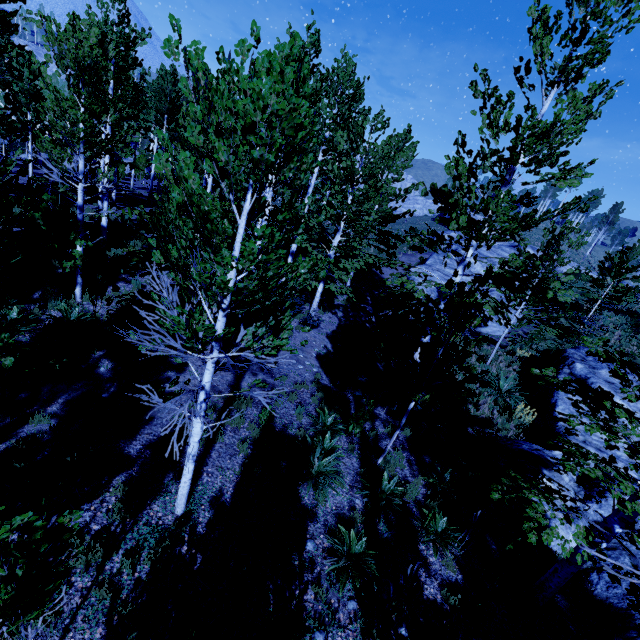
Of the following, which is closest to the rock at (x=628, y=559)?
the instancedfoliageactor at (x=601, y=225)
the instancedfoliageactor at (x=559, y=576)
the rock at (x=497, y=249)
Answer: the instancedfoliageactor at (x=559, y=576)

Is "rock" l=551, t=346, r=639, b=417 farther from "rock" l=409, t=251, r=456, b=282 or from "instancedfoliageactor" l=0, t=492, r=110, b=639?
"rock" l=409, t=251, r=456, b=282

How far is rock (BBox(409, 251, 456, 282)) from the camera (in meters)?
22.11

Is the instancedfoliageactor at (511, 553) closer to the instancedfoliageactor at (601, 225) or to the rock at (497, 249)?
the rock at (497, 249)

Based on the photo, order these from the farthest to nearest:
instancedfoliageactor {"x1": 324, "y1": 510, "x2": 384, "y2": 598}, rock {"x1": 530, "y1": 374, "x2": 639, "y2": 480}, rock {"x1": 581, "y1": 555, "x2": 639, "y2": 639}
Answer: rock {"x1": 530, "y1": 374, "x2": 639, "y2": 480} < rock {"x1": 581, "y1": 555, "x2": 639, "y2": 639} < instancedfoliageactor {"x1": 324, "y1": 510, "x2": 384, "y2": 598}

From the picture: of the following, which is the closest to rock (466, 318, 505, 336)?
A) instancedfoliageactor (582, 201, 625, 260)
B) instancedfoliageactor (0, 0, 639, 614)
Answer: instancedfoliageactor (0, 0, 639, 614)

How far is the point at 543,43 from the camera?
7.5 meters

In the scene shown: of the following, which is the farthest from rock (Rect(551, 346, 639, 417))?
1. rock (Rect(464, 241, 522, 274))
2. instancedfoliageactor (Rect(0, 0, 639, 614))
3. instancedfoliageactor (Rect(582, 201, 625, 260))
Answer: instancedfoliageactor (Rect(582, 201, 625, 260))
